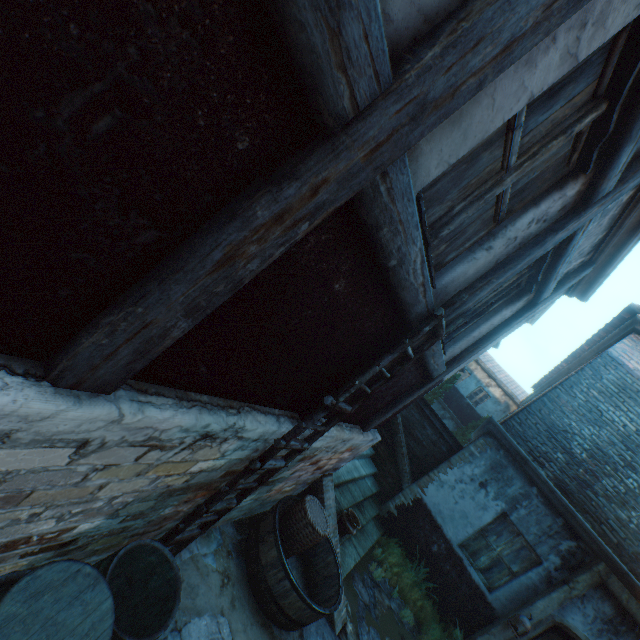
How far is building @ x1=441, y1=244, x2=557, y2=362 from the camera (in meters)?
3.53

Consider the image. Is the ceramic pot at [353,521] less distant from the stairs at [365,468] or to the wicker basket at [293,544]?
the stairs at [365,468]

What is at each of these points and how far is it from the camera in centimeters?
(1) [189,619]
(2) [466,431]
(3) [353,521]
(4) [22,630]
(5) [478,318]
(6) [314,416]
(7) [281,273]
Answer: (1) ground pavers, 293cm
(2) tree, 2161cm
(3) ceramic pot, 553cm
(4) barrel lid, 136cm
(5) building, 401cm
(6) ladder, 250cm
(7) building, 138cm

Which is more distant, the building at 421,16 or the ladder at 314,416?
the ladder at 314,416

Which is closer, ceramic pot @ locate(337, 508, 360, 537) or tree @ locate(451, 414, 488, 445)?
ceramic pot @ locate(337, 508, 360, 537)

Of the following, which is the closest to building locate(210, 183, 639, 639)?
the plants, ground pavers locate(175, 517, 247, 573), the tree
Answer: ground pavers locate(175, 517, 247, 573)

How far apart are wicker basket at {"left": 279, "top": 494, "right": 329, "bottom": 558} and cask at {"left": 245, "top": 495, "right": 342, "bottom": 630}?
0.09m

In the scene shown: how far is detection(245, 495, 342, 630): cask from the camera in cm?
360
